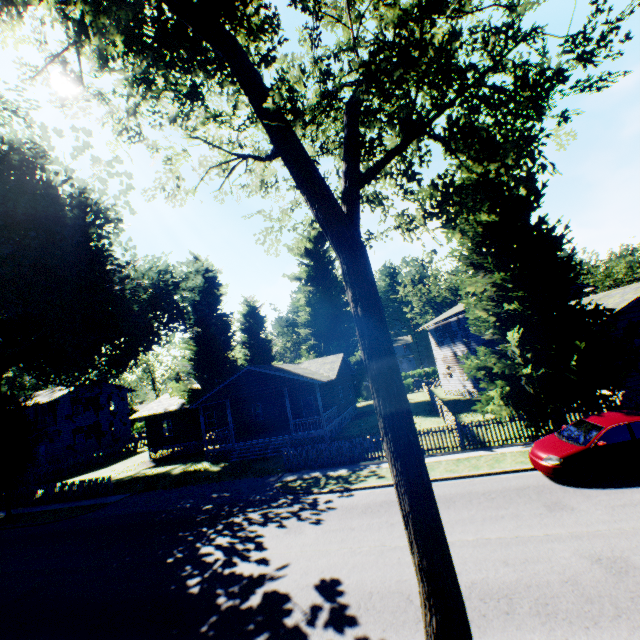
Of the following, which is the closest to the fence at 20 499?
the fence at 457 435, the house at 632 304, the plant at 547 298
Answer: the plant at 547 298

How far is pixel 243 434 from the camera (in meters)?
29.81

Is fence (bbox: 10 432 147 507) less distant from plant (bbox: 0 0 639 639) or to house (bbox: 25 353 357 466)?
plant (bbox: 0 0 639 639)

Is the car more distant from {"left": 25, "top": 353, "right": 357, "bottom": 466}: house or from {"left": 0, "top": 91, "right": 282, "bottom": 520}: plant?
{"left": 25, "top": 353, "right": 357, "bottom": 466}: house

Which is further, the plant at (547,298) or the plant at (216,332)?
the plant at (216,332)

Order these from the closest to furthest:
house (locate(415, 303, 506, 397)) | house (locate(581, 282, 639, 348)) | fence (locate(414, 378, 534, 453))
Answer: fence (locate(414, 378, 534, 453)), house (locate(581, 282, 639, 348)), house (locate(415, 303, 506, 397))

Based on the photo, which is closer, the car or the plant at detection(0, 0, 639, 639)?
the plant at detection(0, 0, 639, 639)
